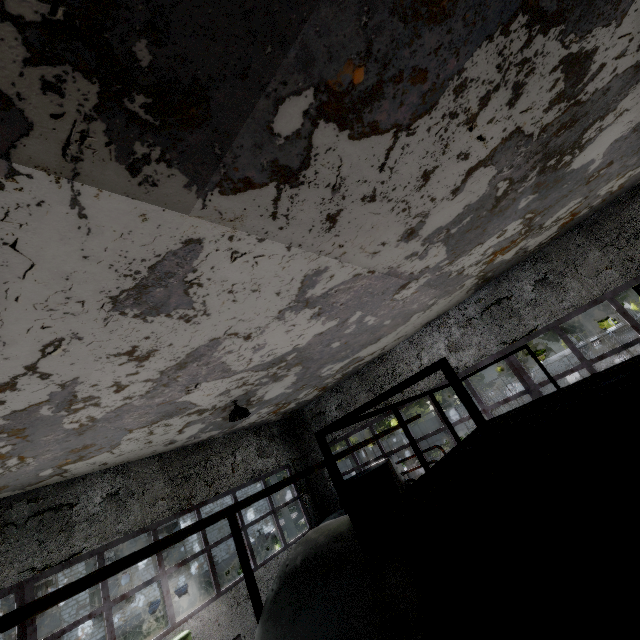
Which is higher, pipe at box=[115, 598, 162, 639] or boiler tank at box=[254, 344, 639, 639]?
boiler tank at box=[254, 344, 639, 639]

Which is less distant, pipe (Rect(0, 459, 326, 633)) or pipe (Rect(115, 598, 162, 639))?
pipe (Rect(0, 459, 326, 633))

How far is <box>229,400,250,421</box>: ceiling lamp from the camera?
8.3m

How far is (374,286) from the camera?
6.1 meters

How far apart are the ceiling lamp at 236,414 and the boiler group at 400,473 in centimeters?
521cm

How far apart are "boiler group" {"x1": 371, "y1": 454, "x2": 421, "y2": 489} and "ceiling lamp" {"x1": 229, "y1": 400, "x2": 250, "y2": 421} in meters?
5.2 m

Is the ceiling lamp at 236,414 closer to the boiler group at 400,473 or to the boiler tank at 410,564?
the boiler tank at 410,564

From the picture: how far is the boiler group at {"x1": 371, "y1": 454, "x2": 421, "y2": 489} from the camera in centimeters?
1055cm
